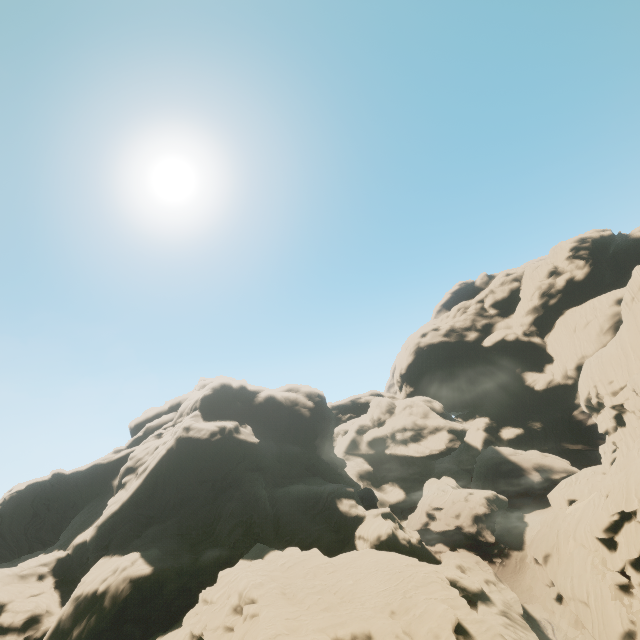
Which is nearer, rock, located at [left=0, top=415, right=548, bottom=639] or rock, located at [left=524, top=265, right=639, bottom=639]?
rock, located at [left=0, top=415, right=548, bottom=639]

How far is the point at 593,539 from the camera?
38.1 meters

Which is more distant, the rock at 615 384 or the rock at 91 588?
the rock at 615 384
